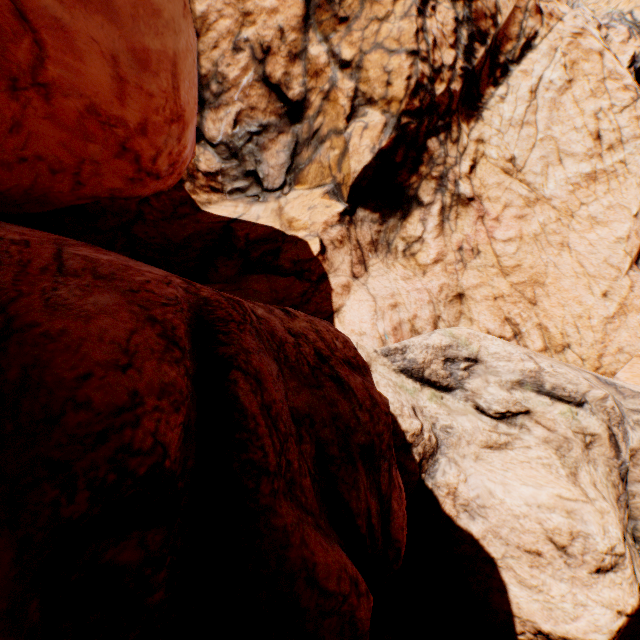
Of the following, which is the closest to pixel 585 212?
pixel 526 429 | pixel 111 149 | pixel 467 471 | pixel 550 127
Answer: pixel 550 127
